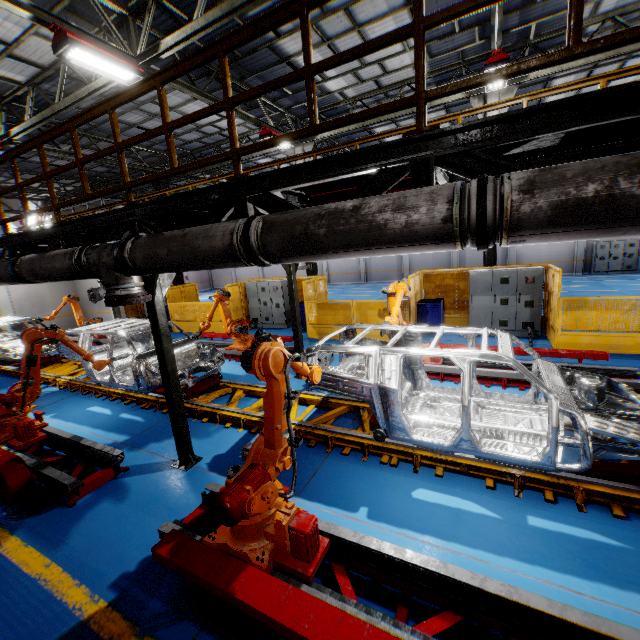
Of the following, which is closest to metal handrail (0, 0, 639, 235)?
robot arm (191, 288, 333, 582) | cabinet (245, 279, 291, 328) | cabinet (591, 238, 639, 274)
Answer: robot arm (191, 288, 333, 582)

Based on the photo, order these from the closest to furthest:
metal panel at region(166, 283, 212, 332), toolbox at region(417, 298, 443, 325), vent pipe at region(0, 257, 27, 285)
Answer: vent pipe at region(0, 257, 27, 285) → toolbox at region(417, 298, 443, 325) → metal panel at region(166, 283, 212, 332)

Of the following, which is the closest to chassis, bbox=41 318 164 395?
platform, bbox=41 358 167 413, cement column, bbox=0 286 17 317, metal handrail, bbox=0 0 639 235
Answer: platform, bbox=41 358 167 413

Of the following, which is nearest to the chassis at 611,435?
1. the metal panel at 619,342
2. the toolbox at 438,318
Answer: the metal panel at 619,342

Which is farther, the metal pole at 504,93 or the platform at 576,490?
the metal pole at 504,93

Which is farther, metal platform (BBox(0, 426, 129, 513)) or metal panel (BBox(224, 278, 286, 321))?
metal panel (BBox(224, 278, 286, 321))

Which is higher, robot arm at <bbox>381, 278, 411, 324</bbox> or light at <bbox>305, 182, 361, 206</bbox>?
light at <bbox>305, 182, 361, 206</bbox>

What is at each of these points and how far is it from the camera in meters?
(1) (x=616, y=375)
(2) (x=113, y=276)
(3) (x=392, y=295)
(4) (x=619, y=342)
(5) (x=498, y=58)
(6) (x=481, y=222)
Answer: (1) metal platform, 6.6 m
(2) vent pipe, 4.2 m
(3) robot arm, 7.7 m
(4) metal panel, 8.3 m
(5) light, 8.4 m
(6) vent pipe clamp, 2.1 m
